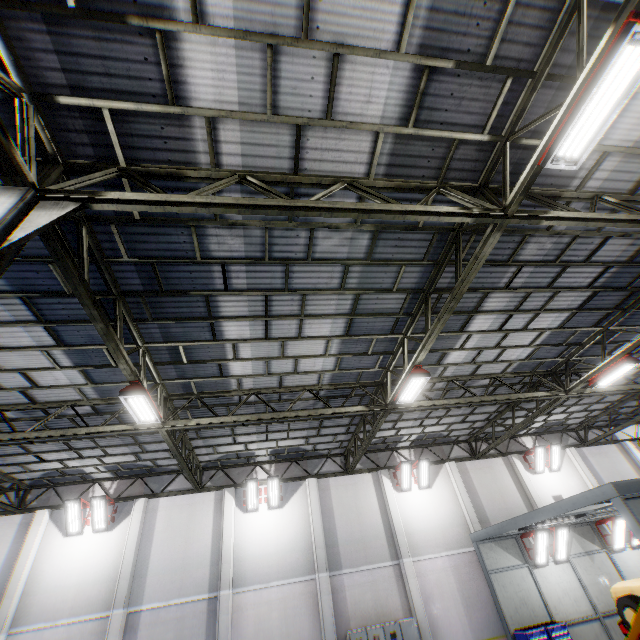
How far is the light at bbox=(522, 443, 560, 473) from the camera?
18.1 meters

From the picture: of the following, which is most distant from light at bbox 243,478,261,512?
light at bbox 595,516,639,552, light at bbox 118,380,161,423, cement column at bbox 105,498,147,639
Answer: light at bbox 595,516,639,552

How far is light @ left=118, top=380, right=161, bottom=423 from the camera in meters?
7.8 m

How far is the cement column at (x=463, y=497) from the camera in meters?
16.0

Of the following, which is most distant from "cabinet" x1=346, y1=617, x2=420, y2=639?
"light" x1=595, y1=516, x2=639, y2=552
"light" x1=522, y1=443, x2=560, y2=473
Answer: "light" x1=522, y1=443, x2=560, y2=473

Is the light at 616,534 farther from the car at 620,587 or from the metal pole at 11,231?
the metal pole at 11,231

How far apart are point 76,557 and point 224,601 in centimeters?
656cm

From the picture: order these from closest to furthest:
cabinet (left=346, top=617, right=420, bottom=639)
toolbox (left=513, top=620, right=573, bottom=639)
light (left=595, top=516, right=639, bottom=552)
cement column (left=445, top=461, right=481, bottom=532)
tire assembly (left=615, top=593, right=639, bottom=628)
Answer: tire assembly (left=615, top=593, right=639, bottom=628) → toolbox (left=513, top=620, right=573, bottom=639) → cabinet (left=346, top=617, right=420, bottom=639) → light (left=595, top=516, right=639, bottom=552) → cement column (left=445, top=461, right=481, bottom=532)
